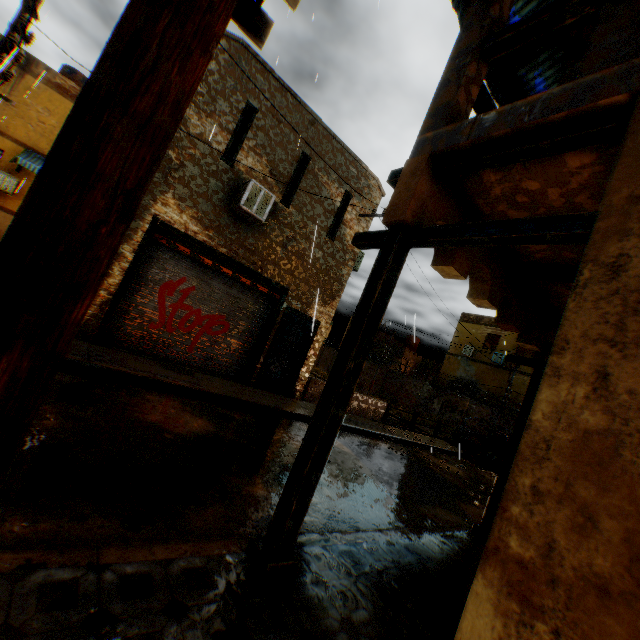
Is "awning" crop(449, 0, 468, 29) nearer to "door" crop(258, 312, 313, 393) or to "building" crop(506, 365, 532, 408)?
"building" crop(506, 365, 532, 408)

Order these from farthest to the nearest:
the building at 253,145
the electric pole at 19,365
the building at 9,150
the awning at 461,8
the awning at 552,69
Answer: the building at 9,150 → the building at 253,145 → the awning at 552,69 → the awning at 461,8 → the electric pole at 19,365

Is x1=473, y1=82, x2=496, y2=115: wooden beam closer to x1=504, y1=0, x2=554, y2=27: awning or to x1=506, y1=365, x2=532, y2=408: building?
x1=506, y1=365, x2=532, y2=408: building

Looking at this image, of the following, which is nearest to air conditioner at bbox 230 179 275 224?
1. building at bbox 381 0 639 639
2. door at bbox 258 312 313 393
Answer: building at bbox 381 0 639 639

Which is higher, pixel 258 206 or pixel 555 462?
pixel 258 206

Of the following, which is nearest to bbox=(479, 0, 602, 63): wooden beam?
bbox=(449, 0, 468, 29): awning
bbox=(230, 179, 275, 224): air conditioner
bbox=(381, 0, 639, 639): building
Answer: bbox=(381, 0, 639, 639): building

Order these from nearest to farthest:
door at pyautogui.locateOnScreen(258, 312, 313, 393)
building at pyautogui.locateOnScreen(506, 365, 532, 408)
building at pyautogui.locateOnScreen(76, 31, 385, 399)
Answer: building at pyautogui.locateOnScreen(76, 31, 385, 399) → door at pyautogui.locateOnScreen(258, 312, 313, 393) → building at pyautogui.locateOnScreen(506, 365, 532, 408)

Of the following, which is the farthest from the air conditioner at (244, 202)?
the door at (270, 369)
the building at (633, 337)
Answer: the door at (270, 369)
